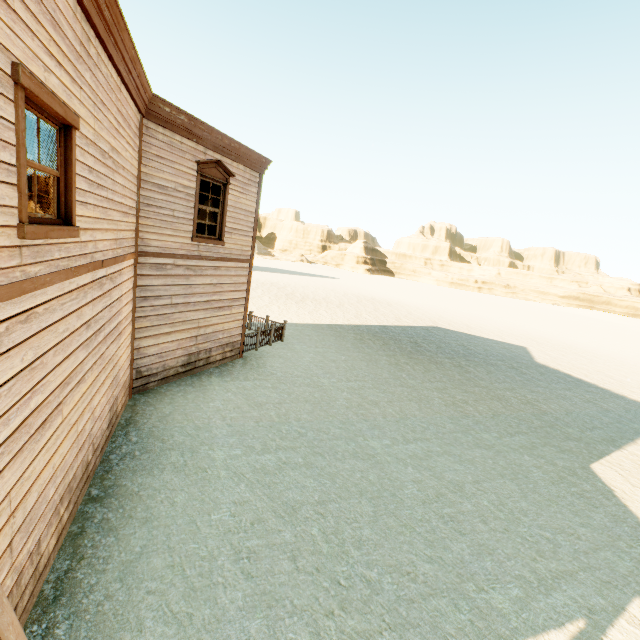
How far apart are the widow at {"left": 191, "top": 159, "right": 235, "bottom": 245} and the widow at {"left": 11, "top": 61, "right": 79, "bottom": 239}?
5.03m

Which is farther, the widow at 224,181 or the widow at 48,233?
the widow at 224,181

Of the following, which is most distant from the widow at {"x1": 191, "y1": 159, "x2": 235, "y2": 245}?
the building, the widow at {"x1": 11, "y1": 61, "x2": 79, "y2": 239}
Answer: the widow at {"x1": 11, "y1": 61, "x2": 79, "y2": 239}

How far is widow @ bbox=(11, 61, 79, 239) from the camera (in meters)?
2.62

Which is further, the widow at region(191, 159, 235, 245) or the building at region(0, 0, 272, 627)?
the widow at region(191, 159, 235, 245)

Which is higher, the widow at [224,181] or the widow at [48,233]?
the widow at [224,181]

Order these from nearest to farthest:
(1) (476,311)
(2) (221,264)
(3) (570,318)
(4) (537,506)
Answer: (4) (537,506)
(2) (221,264)
(1) (476,311)
(3) (570,318)

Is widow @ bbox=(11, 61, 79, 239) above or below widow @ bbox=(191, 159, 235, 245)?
below
